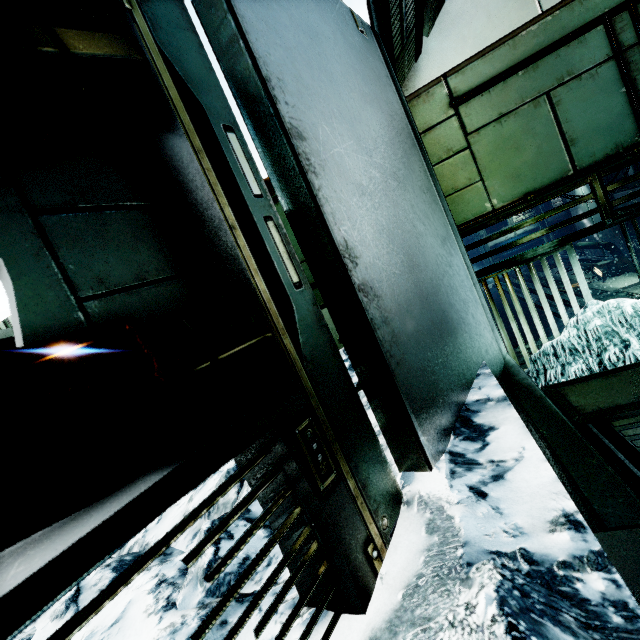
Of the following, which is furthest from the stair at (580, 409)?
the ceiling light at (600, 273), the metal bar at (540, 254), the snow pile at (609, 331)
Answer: the ceiling light at (600, 273)

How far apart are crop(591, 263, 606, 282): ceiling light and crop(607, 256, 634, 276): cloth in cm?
22

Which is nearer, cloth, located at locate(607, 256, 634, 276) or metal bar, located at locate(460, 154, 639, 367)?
metal bar, located at locate(460, 154, 639, 367)

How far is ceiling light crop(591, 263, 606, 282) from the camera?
11.2 meters

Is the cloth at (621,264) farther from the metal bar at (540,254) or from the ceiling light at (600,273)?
the metal bar at (540,254)

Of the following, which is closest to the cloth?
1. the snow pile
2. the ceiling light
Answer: the ceiling light

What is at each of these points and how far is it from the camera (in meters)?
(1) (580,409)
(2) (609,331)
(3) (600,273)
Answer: (1) stair, 1.65
(2) snow pile, 2.52
(3) ceiling light, 11.84

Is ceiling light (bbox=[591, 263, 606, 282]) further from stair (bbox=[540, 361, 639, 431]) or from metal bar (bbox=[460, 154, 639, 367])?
stair (bbox=[540, 361, 639, 431])
